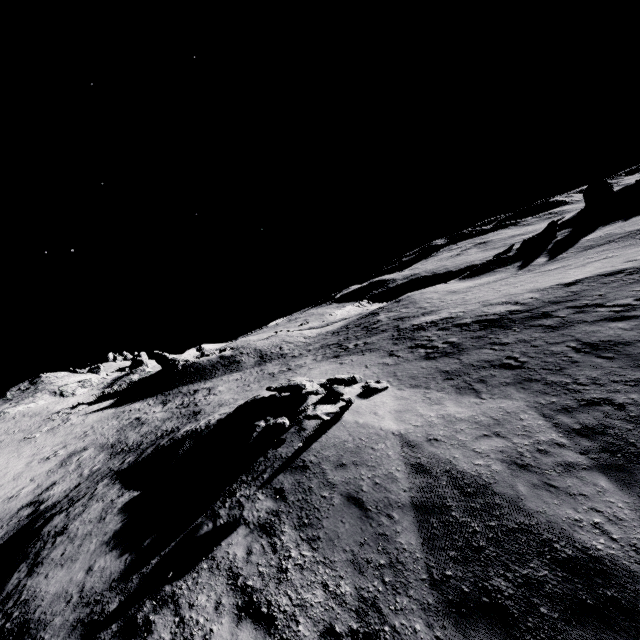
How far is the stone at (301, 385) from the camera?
13.4m

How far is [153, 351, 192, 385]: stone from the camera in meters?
43.3

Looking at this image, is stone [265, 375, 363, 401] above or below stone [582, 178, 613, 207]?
below

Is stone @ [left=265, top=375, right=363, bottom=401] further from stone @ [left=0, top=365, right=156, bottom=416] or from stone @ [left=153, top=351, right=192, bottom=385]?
stone @ [left=0, top=365, right=156, bottom=416]

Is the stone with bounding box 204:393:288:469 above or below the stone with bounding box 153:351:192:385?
below

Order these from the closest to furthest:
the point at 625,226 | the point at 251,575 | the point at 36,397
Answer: the point at 251,575
the point at 625,226
the point at 36,397

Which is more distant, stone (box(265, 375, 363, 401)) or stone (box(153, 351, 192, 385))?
stone (box(153, 351, 192, 385))

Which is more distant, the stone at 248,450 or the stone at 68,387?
the stone at 68,387
